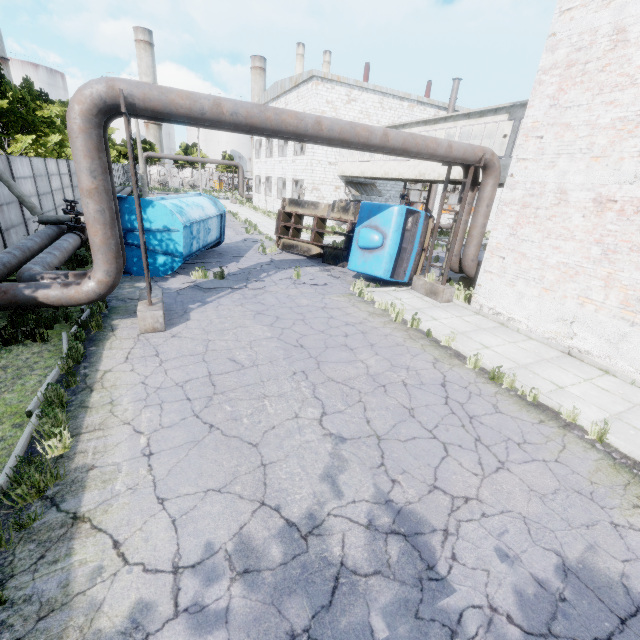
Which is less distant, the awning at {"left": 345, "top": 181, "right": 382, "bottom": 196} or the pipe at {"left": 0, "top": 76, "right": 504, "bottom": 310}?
the pipe at {"left": 0, "top": 76, "right": 504, "bottom": 310}

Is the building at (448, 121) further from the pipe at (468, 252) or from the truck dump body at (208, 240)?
the truck dump body at (208, 240)

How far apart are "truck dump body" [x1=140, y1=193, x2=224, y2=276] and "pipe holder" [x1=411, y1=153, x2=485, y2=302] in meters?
9.0

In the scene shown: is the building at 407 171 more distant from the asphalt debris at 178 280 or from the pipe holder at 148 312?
the pipe holder at 148 312

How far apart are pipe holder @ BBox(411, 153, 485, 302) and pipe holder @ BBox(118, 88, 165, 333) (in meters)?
9.43

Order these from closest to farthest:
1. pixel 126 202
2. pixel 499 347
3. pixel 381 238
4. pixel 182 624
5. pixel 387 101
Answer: pixel 182 624
pixel 499 347
pixel 126 202
pixel 381 238
pixel 387 101

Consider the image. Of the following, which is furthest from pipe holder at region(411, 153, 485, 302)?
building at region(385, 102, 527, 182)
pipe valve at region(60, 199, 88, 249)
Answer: pipe valve at region(60, 199, 88, 249)

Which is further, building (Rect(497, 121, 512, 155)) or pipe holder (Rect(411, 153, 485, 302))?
building (Rect(497, 121, 512, 155))
